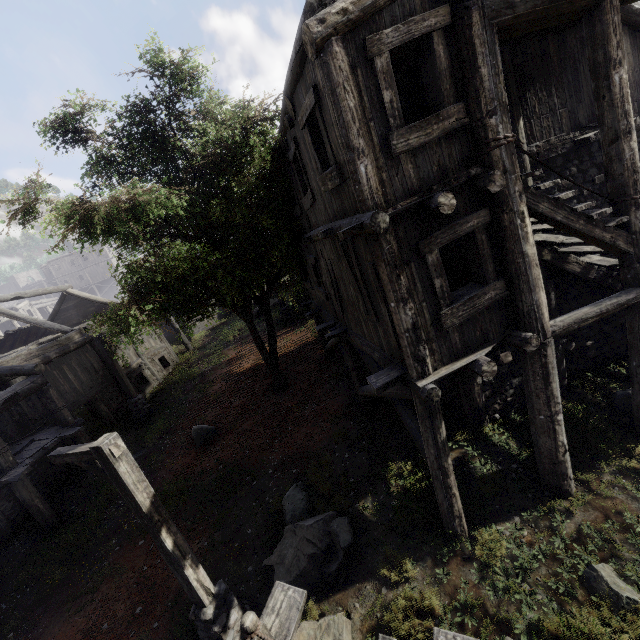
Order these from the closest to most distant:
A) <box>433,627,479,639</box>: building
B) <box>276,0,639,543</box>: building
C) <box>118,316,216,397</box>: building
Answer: <box>433,627,479,639</box>: building → <box>276,0,639,543</box>: building → <box>118,316,216,397</box>: building

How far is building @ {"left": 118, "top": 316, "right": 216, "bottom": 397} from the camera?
19.1 meters

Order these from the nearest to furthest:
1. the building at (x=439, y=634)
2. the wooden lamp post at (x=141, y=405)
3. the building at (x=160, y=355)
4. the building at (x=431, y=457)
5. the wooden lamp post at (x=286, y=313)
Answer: the building at (x=439, y=634), the building at (x=431, y=457), the wooden lamp post at (x=141, y=405), the building at (x=160, y=355), the wooden lamp post at (x=286, y=313)

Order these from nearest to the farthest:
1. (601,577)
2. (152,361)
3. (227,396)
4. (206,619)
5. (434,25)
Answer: (434,25) → (601,577) → (206,619) → (227,396) → (152,361)

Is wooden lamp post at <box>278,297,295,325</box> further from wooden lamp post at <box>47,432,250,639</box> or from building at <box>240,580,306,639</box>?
wooden lamp post at <box>47,432,250,639</box>

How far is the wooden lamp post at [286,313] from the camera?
22.2 meters

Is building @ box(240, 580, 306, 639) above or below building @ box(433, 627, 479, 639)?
above

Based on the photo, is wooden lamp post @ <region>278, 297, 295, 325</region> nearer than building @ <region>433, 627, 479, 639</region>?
No
